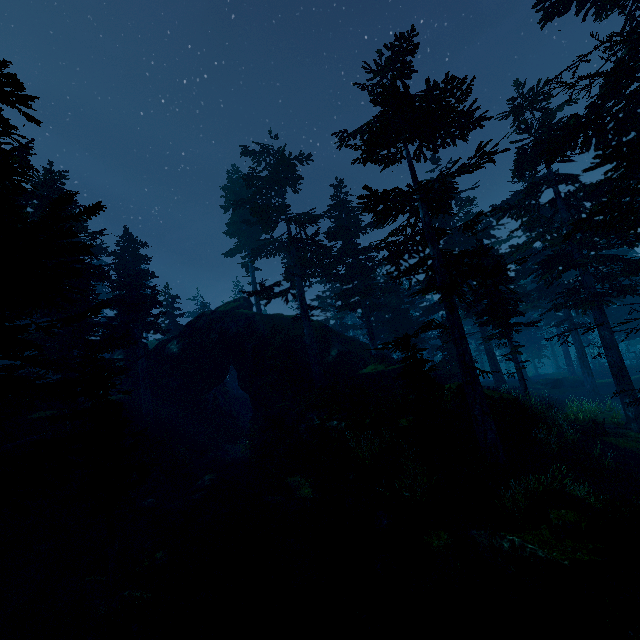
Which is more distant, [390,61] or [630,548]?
[390,61]

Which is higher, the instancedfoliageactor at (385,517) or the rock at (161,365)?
the rock at (161,365)

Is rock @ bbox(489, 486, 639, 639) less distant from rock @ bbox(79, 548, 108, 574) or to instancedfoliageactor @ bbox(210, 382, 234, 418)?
instancedfoliageactor @ bbox(210, 382, 234, 418)

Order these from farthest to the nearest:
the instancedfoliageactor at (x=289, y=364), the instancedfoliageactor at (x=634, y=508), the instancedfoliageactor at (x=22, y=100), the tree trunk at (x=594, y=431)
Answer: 1. the instancedfoliageactor at (x=289, y=364)
2. the tree trunk at (x=594, y=431)
3. the instancedfoliageactor at (x=634, y=508)
4. the instancedfoliageactor at (x=22, y=100)

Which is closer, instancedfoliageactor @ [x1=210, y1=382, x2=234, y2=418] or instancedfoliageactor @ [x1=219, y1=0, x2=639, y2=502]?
instancedfoliageactor @ [x1=219, y1=0, x2=639, y2=502]

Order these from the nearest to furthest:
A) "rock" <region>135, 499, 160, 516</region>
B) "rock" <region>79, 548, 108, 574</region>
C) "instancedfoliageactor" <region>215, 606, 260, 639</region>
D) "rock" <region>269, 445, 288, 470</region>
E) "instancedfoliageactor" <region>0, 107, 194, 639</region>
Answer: "instancedfoliageactor" <region>0, 107, 194, 639</region>
"instancedfoliageactor" <region>215, 606, 260, 639</region>
"rock" <region>79, 548, 108, 574</region>
"rock" <region>135, 499, 160, 516</region>
"rock" <region>269, 445, 288, 470</region>

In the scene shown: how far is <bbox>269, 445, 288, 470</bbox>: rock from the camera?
20.8 meters
